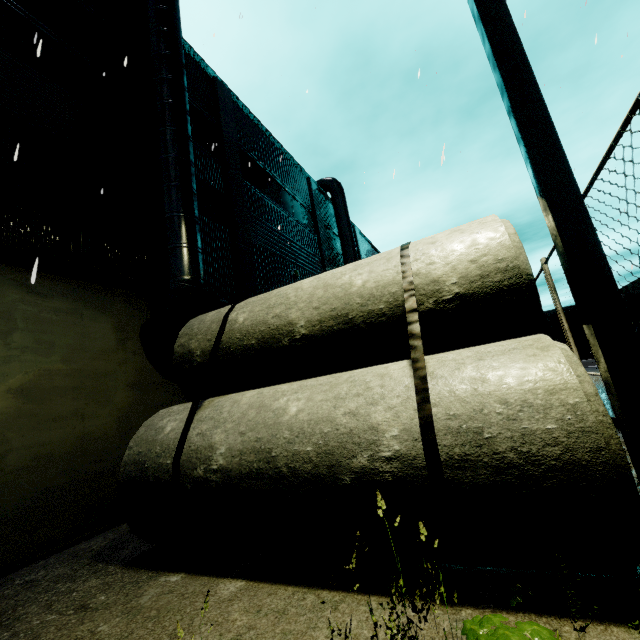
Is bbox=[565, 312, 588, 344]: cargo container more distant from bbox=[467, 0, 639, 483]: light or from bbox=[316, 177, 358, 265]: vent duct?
bbox=[467, 0, 639, 483]: light

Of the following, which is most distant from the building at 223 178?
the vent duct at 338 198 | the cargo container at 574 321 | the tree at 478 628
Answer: the tree at 478 628

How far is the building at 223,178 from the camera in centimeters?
1099cm

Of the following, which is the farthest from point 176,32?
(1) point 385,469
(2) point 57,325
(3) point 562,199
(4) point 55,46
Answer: (1) point 385,469

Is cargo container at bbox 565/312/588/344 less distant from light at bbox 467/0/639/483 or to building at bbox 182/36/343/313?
building at bbox 182/36/343/313

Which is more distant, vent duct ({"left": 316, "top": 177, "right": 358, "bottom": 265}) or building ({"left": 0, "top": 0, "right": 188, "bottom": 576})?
vent duct ({"left": 316, "top": 177, "right": 358, "bottom": 265})

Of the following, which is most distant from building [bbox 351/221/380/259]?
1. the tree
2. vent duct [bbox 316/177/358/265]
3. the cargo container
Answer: the tree
